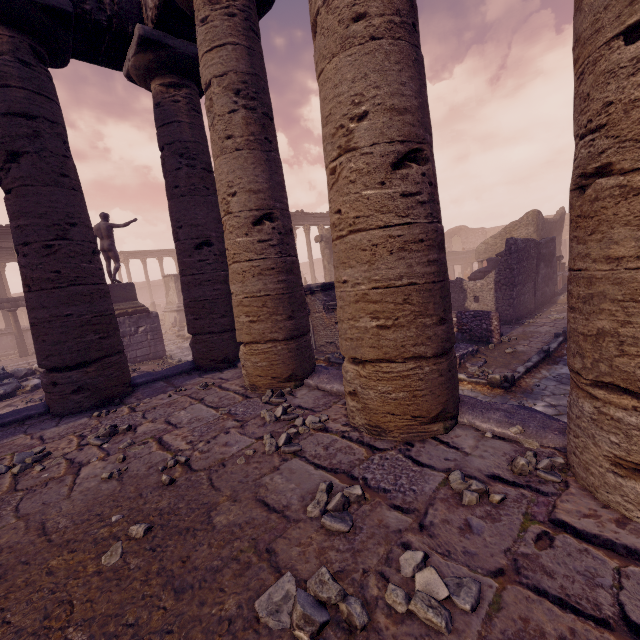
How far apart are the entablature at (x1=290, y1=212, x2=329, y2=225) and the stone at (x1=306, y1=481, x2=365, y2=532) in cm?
2621

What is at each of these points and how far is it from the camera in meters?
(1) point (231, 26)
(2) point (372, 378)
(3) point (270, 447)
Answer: (1) column, 3.9 m
(2) column, 2.8 m
(3) stone, 2.8 m

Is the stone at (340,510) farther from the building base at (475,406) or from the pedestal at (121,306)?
the pedestal at (121,306)

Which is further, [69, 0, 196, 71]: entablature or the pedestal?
the pedestal

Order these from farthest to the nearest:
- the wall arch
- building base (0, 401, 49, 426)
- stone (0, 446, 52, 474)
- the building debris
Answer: the wall arch < the building debris < building base (0, 401, 49, 426) < stone (0, 446, 52, 474)

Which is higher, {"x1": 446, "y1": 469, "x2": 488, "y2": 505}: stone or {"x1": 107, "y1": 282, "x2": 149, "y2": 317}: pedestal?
{"x1": 107, "y1": 282, "x2": 149, "y2": 317}: pedestal

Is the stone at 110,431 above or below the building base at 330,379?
below

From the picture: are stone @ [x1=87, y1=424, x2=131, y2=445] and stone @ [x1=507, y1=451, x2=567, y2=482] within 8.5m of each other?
yes
